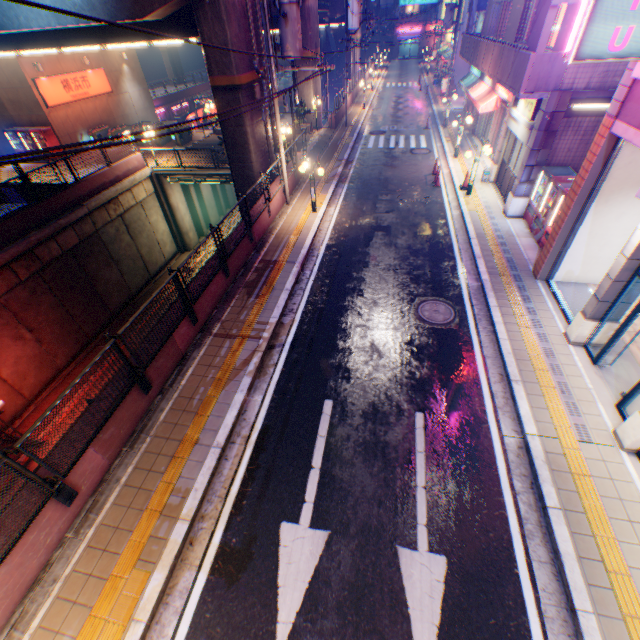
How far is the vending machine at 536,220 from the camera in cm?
1078

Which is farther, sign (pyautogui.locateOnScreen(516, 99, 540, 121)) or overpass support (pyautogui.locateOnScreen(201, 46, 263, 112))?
overpass support (pyautogui.locateOnScreen(201, 46, 263, 112))

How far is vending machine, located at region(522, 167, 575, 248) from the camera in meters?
10.8

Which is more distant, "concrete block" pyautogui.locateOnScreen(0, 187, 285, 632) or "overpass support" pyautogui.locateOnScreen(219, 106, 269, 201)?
"overpass support" pyautogui.locateOnScreen(219, 106, 269, 201)

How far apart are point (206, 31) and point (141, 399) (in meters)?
14.22

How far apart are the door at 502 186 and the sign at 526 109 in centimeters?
74cm

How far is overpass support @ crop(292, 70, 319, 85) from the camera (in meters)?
24.41

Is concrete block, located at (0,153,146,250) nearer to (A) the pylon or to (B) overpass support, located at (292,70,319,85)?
(B) overpass support, located at (292,70,319,85)
